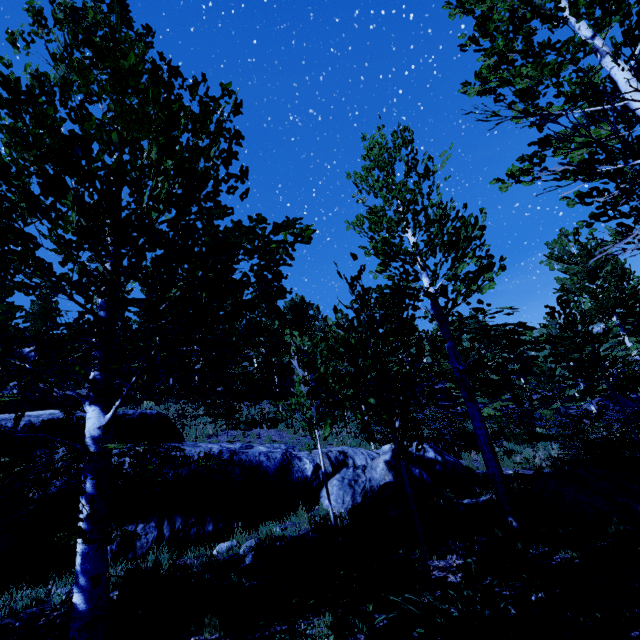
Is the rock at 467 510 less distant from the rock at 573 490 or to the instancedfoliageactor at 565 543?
the instancedfoliageactor at 565 543

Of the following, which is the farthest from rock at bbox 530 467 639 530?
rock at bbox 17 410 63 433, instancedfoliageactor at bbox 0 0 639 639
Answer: rock at bbox 17 410 63 433

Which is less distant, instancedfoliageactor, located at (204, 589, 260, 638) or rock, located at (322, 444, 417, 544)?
instancedfoliageactor, located at (204, 589, 260, 638)

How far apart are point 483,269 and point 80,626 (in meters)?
8.48

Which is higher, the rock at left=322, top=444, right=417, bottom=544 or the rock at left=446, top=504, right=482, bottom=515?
the rock at left=322, top=444, right=417, bottom=544

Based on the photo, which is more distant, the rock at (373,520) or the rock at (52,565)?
the rock at (373,520)

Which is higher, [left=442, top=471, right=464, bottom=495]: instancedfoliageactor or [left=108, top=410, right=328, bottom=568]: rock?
[left=108, top=410, right=328, bottom=568]: rock

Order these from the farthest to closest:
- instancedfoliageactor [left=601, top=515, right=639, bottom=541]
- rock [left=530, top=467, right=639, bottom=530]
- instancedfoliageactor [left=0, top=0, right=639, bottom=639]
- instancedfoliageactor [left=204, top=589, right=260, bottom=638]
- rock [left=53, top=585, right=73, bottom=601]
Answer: rock [left=530, top=467, right=639, bottom=530] → instancedfoliageactor [left=601, top=515, right=639, bottom=541] → rock [left=53, top=585, right=73, bottom=601] → instancedfoliageactor [left=204, top=589, right=260, bottom=638] → instancedfoliageactor [left=0, top=0, right=639, bottom=639]
